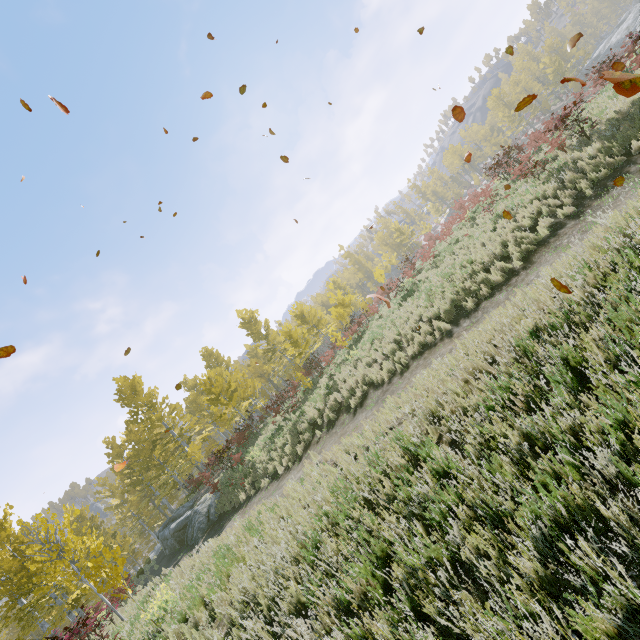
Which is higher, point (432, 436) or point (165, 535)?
point (165, 535)

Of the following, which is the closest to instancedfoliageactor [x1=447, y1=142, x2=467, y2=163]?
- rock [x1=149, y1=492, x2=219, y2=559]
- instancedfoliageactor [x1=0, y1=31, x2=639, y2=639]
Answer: instancedfoliageactor [x1=0, y1=31, x2=639, y2=639]

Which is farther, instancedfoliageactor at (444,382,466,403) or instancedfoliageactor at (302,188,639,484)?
instancedfoliageactor at (302,188,639,484)

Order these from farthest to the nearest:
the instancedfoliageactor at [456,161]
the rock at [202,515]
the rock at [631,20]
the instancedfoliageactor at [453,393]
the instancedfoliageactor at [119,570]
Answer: the instancedfoliageactor at [456,161], the rock at [631,20], the rock at [202,515], the instancedfoliageactor at [119,570], the instancedfoliageactor at [453,393]

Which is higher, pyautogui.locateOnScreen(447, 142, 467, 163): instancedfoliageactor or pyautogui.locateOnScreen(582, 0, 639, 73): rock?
pyautogui.locateOnScreen(447, 142, 467, 163): instancedfoliageactor

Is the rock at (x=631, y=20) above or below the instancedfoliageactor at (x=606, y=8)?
below

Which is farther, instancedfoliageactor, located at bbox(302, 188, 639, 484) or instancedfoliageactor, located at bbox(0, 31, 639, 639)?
instancedfoliageactor, located at bbox(0, 31, 639, 639)

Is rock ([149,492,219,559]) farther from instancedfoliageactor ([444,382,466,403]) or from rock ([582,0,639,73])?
rock ([582,0,639,73])
